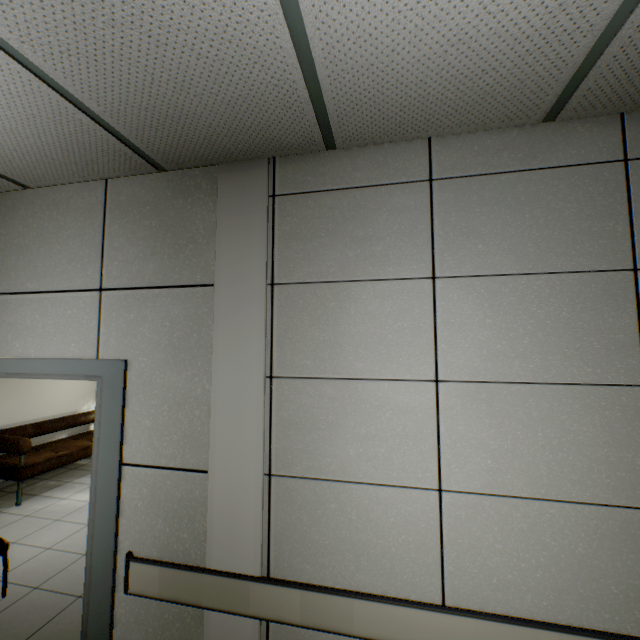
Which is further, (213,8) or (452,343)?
(452,343)

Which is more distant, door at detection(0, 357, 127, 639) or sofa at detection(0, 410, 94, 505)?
sofa at detection(0, 410, 94, 505)

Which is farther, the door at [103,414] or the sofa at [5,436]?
the sofa at [5,436]
